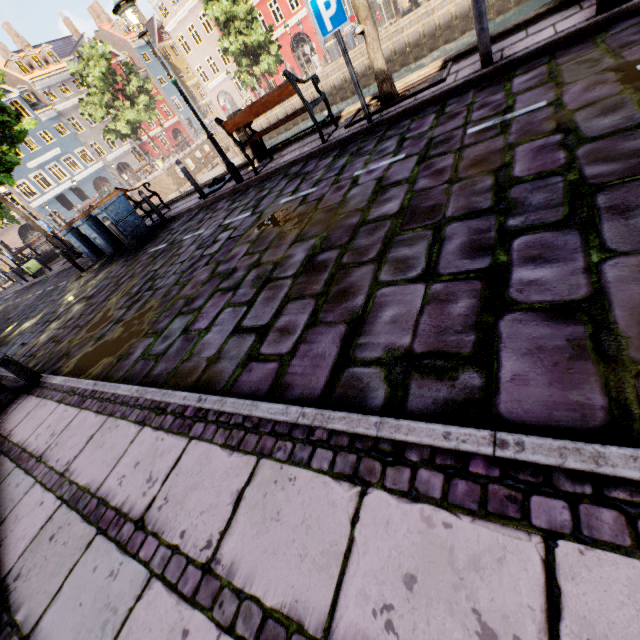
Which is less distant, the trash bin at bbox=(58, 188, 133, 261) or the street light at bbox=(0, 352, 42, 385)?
the street light at bbox=(0, 352, 42, 385)

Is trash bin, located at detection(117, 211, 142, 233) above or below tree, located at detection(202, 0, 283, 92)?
below

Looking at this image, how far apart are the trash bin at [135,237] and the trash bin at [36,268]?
12.80m

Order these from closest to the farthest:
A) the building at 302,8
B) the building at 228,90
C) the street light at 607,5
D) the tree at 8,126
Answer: the street light at 607,5, the tree at 8,126, the building at 302,8, the building at 228,90

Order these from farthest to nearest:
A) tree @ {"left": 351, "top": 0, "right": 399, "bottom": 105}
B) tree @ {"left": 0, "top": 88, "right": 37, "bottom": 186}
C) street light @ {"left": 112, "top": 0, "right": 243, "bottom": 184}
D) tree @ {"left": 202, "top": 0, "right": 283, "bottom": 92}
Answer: tree @ {"left": 202, "top": 0, "right": 283, "bottom": 92}
tree @ {"left": 0, "top": 88, "right": 37, "bottom": 186}
street light @ {"left": 112, "top": 0, "right": 243, "bottom": 184}
tree @ {"left": 351, "top": 0, "right": 399, "bottom": 105}

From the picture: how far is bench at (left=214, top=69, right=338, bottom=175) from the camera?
6.04m

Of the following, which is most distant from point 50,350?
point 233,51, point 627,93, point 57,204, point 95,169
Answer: point 95,169

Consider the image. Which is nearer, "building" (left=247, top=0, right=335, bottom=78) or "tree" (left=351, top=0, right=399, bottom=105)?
"tree" (left=351, top=0, right=399, bottom=105)
